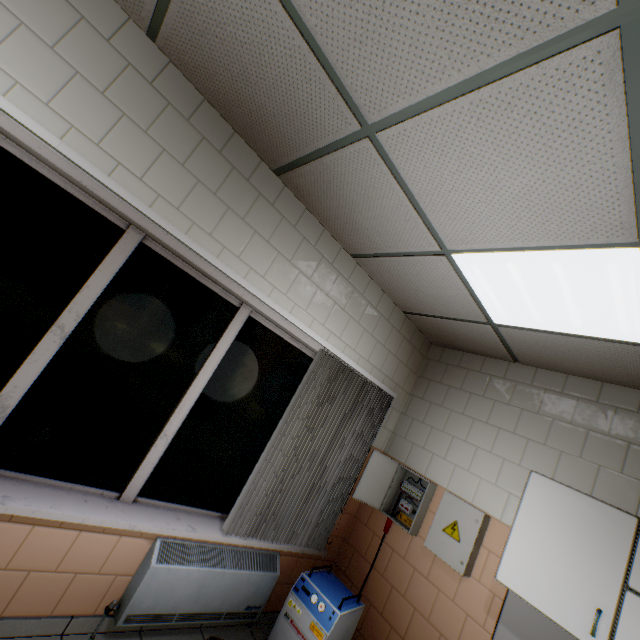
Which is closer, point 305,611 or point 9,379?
point 9,379

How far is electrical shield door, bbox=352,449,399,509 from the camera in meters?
3.2 m

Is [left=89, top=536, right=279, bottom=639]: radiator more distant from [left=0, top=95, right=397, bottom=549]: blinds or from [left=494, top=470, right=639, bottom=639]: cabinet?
[left=494, top=470, right=639, bottom=639]: cabinet

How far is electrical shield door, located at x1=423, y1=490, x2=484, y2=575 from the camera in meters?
2.6 m

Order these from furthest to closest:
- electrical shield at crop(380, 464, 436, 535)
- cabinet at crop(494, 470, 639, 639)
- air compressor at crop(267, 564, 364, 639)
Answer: electrical shield at crop(380, 464, 436, 535), air compressor at crop(267, 564, 364, 639), cabinet at crop(494, 470, 639, 639)

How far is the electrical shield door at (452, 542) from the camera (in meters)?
2.64

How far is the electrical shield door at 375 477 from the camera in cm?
322

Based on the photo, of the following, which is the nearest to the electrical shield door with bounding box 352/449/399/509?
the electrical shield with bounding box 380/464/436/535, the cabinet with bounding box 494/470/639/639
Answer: the electrical shield with bounding box 380/464/436/535
